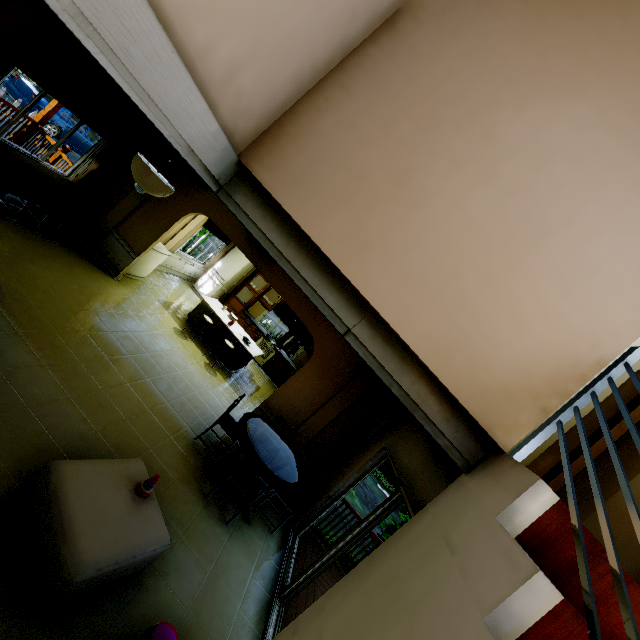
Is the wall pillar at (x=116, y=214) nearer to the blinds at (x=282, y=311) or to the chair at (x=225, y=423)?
the chair at (x=225, y=423)

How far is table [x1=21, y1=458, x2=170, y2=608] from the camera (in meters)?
2.21

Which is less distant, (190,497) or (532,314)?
(532,314)

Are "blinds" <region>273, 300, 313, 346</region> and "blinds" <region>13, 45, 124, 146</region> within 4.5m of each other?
no

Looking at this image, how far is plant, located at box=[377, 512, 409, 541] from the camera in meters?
6.7

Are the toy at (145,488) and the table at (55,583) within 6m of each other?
yes

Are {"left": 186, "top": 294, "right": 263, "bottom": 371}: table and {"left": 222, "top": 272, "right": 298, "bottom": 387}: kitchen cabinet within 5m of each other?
yes

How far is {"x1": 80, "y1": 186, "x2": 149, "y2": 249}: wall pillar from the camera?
6.75m
